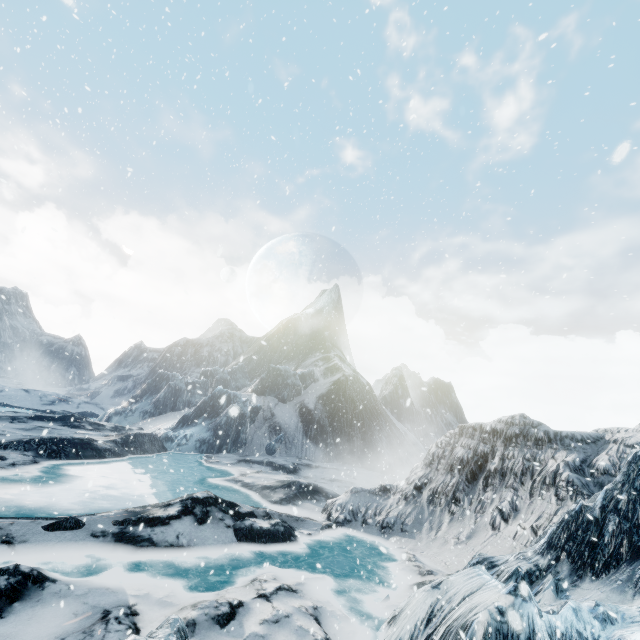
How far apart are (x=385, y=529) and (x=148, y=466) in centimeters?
1531cm
